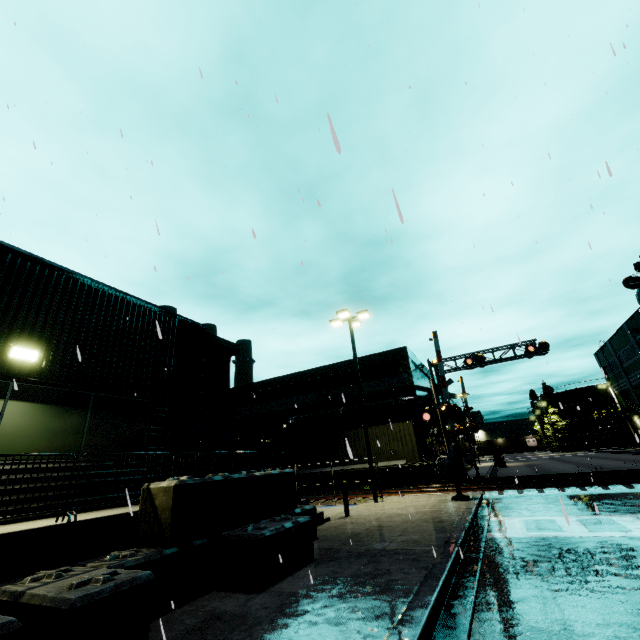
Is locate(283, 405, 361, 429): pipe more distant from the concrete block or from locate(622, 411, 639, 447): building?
the concrete block

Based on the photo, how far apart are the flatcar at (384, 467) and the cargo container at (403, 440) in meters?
0.0 m

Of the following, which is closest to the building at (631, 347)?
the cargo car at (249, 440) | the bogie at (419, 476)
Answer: the cargo car at (249, 440)

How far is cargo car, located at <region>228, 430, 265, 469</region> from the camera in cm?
2759

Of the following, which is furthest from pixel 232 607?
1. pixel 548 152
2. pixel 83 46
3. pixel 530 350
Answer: pixel 530 350

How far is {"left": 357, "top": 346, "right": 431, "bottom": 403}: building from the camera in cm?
2786

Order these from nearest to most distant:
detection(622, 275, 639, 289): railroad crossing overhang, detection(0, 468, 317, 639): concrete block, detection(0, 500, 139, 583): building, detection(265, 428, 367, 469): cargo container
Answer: detection(0, 468, 317, 639): concrete block
detection(0, 500, 139, 583): building
detection(622, 275, 639, 289): railroad crossing overhang
detection(265, 428, 367, 469): cargo container
